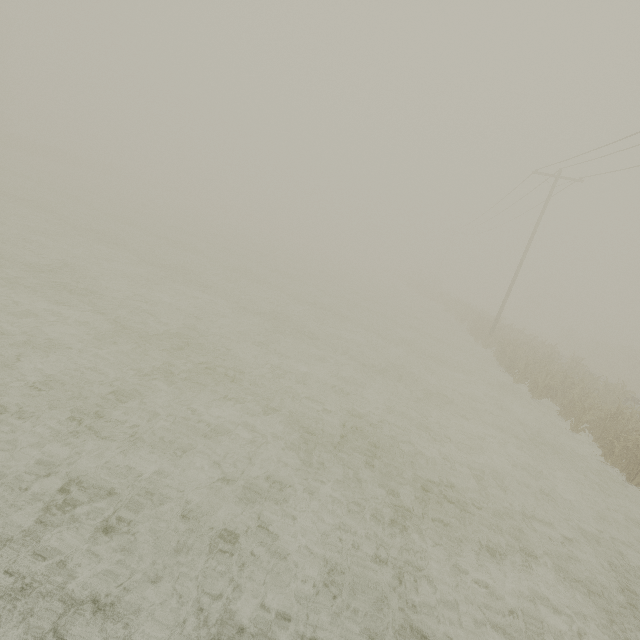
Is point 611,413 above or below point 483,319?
below
